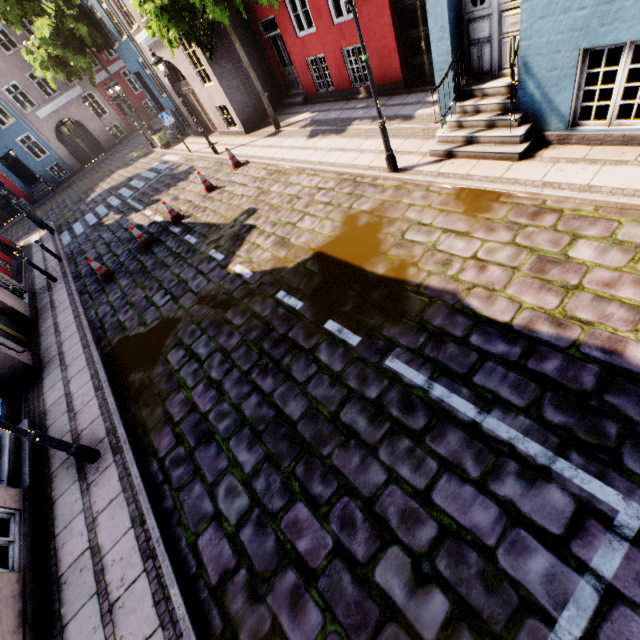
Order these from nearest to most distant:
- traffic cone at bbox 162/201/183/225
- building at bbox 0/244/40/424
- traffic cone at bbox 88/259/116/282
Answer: building at bbox 0/244/40/424
traffic cone at bbox 88/259/116/282
traffic cone at bbox 162/201/183/225

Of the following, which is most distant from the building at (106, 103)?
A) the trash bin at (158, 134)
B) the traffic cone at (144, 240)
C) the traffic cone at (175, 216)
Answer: the traffic cone at (144, 240)

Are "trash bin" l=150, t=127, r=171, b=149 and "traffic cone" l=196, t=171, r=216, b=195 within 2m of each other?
no

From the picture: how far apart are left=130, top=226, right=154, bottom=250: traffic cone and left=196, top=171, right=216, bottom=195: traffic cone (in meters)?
2.38

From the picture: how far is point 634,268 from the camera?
4.0 meters

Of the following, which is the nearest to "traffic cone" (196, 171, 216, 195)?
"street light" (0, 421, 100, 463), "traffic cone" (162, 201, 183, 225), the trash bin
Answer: "traffic cone" (162, 201, 183, 225)

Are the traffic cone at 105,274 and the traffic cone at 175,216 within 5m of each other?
yes

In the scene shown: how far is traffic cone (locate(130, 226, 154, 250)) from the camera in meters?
10.7 m
